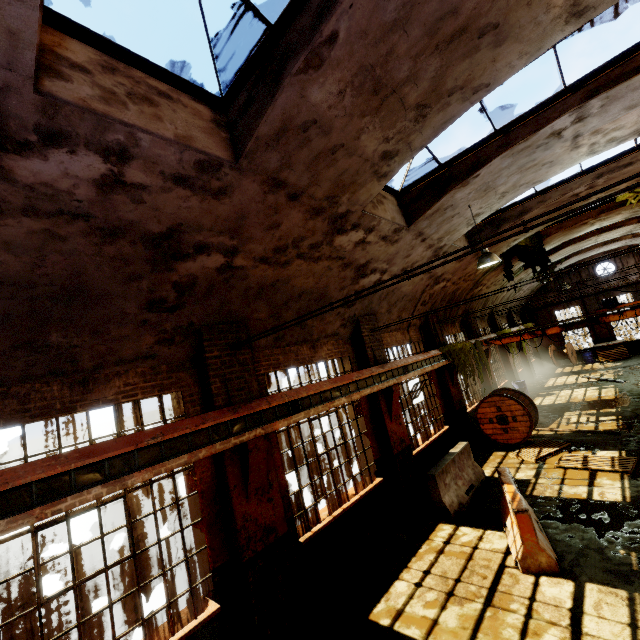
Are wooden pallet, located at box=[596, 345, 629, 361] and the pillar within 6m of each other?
yes

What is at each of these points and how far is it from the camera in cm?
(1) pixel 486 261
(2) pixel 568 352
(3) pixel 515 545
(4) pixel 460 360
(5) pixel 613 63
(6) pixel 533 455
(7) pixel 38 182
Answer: (1) hanging light, 787
(2) cable drum, 2538
(3) concrete barricade, 600
(4) vine, 1314
(5) window frame, 542
(6) wooden pallet, 1016
(7) building, 334

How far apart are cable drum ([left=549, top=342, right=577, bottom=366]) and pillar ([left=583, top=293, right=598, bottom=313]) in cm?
238

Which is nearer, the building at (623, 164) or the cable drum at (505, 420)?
the building at (623, 164)

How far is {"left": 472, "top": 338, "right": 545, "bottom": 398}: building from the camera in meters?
16.5 m

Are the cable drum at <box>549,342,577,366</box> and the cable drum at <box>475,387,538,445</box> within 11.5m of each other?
no

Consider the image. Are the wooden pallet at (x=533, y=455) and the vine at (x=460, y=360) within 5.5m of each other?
yes

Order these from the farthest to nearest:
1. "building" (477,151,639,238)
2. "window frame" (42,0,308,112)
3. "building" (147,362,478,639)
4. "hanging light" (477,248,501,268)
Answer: "building" (477,151,639,238), "hanging light" (477,248,501,268), "building" (147,362,478,639), "window frame" (42,0,308,112)
